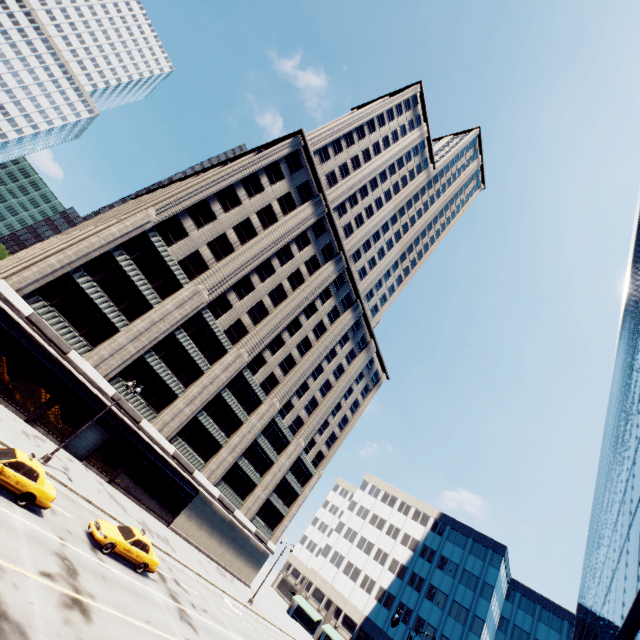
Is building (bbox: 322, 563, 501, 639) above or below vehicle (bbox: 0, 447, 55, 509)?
above

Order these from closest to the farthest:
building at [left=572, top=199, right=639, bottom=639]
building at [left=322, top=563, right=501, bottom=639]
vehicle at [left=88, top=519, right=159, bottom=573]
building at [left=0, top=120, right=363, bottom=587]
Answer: building at [left=572, top=199, right=639, bottom=639], vehicle at [left=88, top=519, right=159, bottom=573], building at [left=0, top=120, right=363, bottom=587], building at [left=322, top=563, right=501, bottom=639]

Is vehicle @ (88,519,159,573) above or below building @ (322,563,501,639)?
below

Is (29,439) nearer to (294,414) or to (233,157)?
(294,414)

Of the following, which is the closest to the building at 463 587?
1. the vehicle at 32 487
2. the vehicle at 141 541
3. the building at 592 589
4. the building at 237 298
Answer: the building at 592 589

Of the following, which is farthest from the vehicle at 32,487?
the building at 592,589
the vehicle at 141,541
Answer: the building at 592,589

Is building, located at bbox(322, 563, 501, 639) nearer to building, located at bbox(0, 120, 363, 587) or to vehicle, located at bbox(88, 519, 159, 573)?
building, located at bbox(0, 120, 363, 587)

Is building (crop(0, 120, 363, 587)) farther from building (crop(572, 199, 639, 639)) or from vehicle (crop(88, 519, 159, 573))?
building (crop(572, 199, 639, 639))
